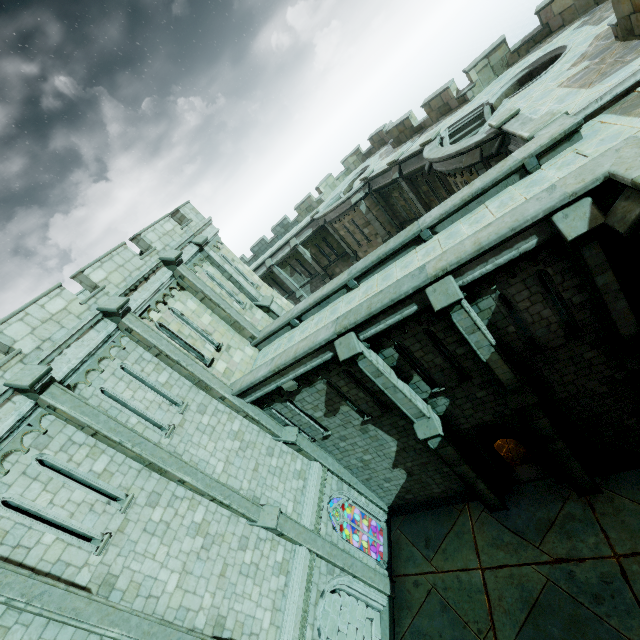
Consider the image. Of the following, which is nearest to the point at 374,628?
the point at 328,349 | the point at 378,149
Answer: the point at 328,349

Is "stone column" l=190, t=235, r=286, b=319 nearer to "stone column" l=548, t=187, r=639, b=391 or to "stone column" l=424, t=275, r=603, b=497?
"stone column" l=424, t=275, r=603, b=497

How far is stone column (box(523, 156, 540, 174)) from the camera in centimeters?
916cm

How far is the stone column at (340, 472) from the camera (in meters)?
10.61

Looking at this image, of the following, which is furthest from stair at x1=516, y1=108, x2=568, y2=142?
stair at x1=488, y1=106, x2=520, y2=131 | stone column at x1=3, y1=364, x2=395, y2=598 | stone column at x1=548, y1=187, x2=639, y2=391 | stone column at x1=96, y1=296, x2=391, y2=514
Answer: stone column at x1=3, y1=364, x2=395, y2=598

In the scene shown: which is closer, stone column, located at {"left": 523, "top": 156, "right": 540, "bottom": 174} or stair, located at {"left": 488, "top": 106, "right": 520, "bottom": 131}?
stone column, located at {"left": 523, "top": 156, "right": 540, "bottom": 174}

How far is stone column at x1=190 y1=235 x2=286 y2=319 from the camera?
15.67m

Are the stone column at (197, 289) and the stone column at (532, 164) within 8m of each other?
no
